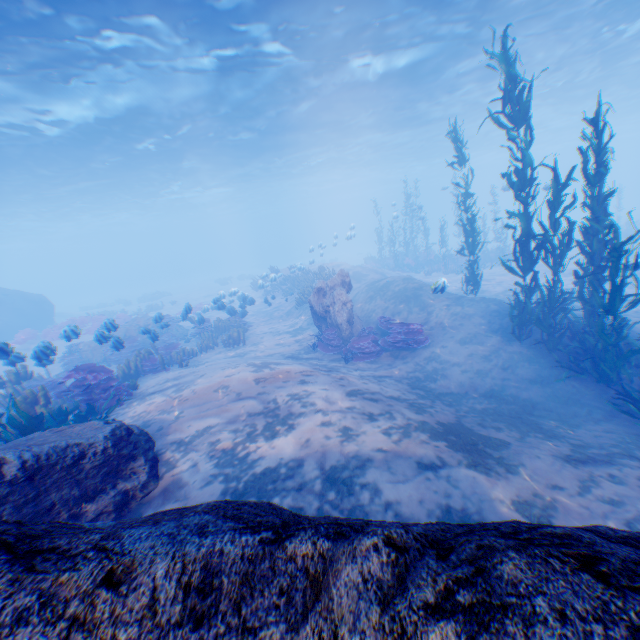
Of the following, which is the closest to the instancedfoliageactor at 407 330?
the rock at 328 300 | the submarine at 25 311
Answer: the rock at 328 300

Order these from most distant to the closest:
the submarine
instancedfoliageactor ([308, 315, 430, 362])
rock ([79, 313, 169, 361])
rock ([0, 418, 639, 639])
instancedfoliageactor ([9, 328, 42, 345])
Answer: the submarine, instancedfoliageactor ([9, 328, 42, 345]), rock ([79, 313, 169, 361]), instancedfoliageactor ([308, 315, 430, 362]), rock ([0, 418, 639, 639])

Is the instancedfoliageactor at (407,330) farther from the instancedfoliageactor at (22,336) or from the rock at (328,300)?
the instancedfoliageactor at (22,336)

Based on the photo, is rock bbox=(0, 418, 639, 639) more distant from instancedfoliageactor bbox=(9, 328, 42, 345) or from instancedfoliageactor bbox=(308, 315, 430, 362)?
instancedfoliageactor bbox=(9, 328, 42, 345)

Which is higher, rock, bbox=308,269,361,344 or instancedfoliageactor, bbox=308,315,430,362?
rock, bbox=308,269,361,344

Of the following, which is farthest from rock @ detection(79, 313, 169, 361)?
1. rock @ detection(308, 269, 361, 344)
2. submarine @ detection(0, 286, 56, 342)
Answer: rock @ detection(308, 269, 361, 344)

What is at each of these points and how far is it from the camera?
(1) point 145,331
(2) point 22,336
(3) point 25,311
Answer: (1) rock, 11.94m
(2) instancedfoliageactor, 19.98m
(3) submarine, 25.31m

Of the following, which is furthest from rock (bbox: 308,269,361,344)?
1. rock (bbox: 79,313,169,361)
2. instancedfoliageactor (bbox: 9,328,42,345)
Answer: instancedfoliageactor (bbox: 9,328,42,345)
